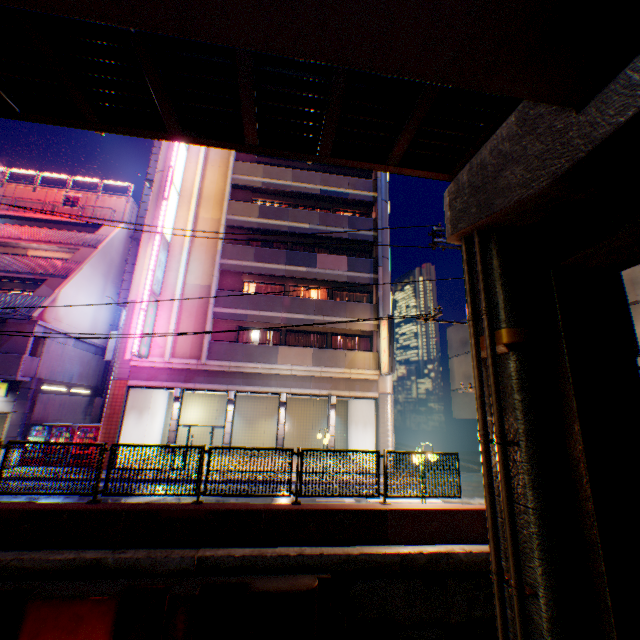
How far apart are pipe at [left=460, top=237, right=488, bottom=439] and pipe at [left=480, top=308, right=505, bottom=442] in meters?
0.3

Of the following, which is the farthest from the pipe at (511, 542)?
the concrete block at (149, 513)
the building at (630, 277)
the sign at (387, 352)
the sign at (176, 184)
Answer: the sign at (176, 184)

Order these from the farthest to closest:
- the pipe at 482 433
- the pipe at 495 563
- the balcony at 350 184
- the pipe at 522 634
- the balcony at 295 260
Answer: the balcony at 350 184, the balcony at 295 260, the pipe at 482 433, the pipe at 495 563, the pipe at 522 634

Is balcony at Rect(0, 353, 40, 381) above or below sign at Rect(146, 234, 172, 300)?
below

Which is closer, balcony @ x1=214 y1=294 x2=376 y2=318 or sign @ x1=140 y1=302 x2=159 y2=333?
sign @ x1=140 y1=302 x2=159 y2=333

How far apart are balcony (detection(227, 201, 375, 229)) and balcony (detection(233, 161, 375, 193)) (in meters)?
1.96

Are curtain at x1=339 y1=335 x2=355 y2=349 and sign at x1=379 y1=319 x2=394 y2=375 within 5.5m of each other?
yes

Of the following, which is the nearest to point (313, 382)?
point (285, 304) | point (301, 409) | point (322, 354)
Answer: point (322, 354)
